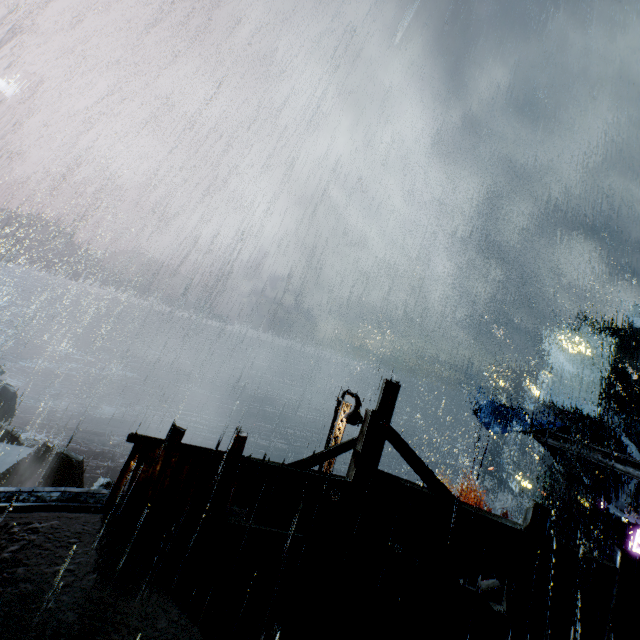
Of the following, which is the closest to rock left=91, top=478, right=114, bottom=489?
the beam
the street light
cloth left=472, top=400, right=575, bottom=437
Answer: the street light

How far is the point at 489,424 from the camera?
20.47m

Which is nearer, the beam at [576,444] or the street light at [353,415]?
the street light at [353,415]

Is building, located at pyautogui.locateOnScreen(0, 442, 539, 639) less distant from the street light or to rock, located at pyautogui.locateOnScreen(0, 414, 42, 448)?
the street light

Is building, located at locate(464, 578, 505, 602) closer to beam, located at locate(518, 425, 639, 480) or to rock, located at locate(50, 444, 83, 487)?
beam, located at locate(518, 425, 639, 480)

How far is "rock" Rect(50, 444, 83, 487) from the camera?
43.48m

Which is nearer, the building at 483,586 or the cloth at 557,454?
the building at 483,586

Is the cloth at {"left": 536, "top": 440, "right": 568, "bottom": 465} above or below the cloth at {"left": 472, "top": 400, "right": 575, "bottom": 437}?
below
